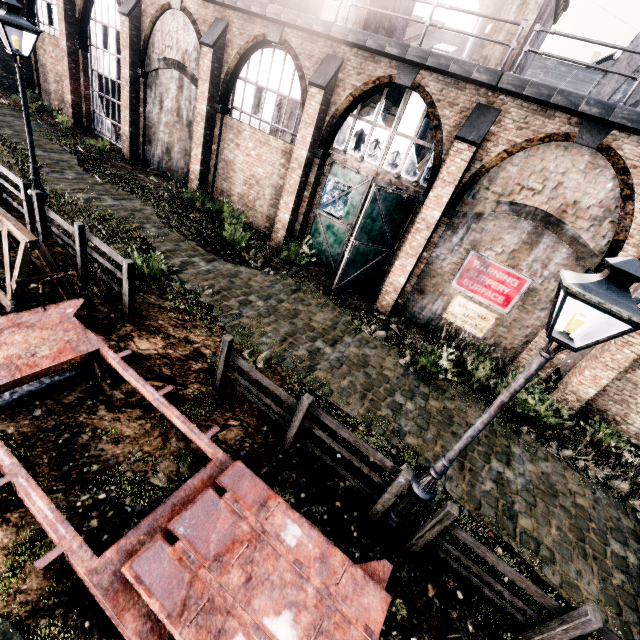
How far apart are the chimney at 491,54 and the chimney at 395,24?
4.9 meters

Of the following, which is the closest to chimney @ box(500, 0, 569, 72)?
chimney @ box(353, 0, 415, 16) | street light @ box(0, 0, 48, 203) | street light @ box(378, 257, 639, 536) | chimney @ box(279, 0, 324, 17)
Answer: chimney @ box(353, 0, 415, 16)

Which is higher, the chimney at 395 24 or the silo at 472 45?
the silo at 472 45

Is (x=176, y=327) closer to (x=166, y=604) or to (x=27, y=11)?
(x=166, y=604)

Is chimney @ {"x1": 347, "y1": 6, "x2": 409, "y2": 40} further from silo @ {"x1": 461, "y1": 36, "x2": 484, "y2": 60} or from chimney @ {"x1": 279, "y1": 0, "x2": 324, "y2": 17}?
silo @ {"x1": 461, "y1": 36, "x2": 484, "y2": 60}

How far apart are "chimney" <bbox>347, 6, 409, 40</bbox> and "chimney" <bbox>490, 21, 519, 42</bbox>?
4.9 meters

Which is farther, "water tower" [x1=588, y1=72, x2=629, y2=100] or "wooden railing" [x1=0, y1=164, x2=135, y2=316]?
"water tower" [x1=588, y1=72, x2=629, y2=100]
